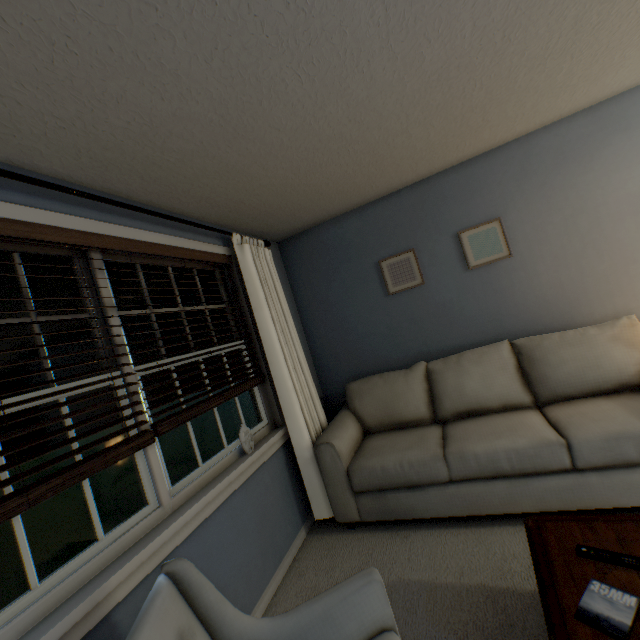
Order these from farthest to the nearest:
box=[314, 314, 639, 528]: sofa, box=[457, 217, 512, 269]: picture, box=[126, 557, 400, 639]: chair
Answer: box=[457, 217, 512, 269]: picture < box=[314, 314, 639, 528]: sofa < box=[126, 557, 400, 639]: chair

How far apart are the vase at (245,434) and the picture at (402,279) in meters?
1.8 m

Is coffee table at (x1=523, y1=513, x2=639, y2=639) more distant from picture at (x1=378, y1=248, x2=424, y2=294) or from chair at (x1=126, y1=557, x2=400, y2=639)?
picture at (x1=378, y1=248, x2=424, y2=294)

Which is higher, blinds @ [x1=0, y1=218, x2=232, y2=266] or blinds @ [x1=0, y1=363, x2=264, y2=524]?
blinds @ [x1=0, y1=218, x2=232, y2=266]

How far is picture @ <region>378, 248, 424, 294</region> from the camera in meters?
3.0 m

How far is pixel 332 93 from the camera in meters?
1.5 m

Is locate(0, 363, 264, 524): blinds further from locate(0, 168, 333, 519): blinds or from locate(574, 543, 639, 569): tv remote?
locate(574, 543, 639, 569): tv remote

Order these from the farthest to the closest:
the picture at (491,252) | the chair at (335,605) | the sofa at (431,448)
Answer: the picture at (491,252) → the sofa at (431,448) → the chair at (335,605)
